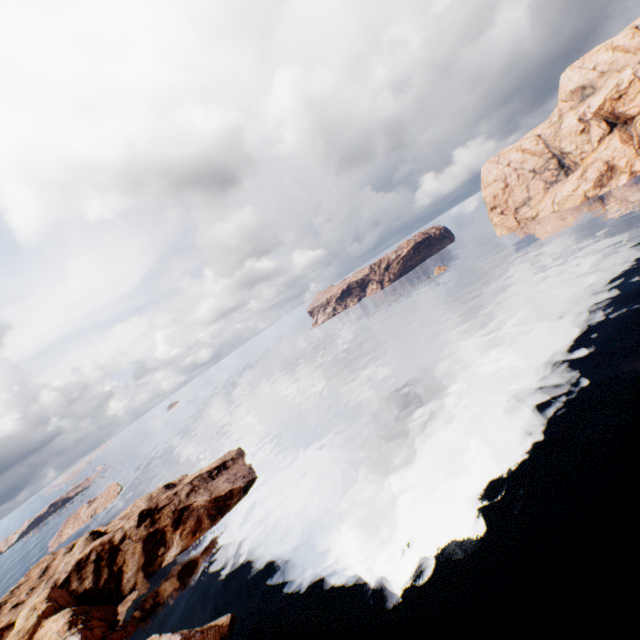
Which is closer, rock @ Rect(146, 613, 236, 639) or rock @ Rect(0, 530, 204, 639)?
rock @ Rect(146, 613, 236, 639)

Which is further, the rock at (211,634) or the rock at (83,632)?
the rock at (83,632)

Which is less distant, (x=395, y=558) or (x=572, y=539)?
(x=572, y=539)
